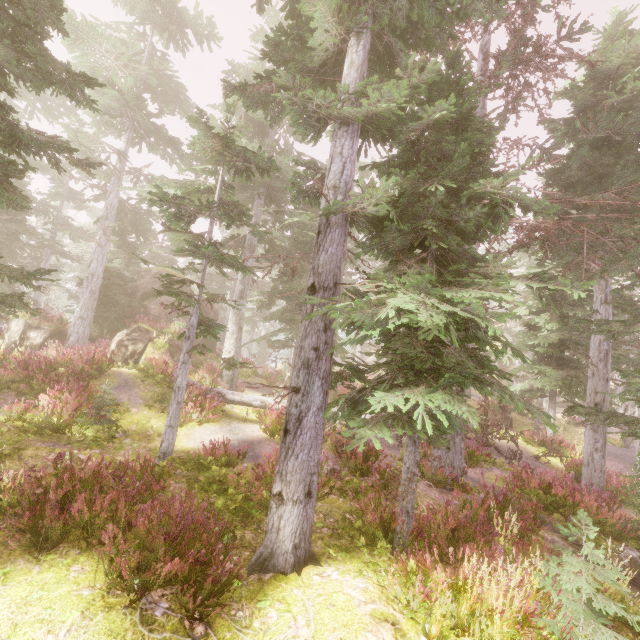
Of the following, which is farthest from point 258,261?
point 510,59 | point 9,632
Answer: point 9,632

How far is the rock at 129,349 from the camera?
15.1 meters

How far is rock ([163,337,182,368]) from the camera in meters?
16.0 m

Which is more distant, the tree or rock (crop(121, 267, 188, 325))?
rock (crop(121, 267, 188, 325))

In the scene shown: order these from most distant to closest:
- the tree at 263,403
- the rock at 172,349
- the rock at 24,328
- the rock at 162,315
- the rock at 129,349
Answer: the rock at 162,315, the rock at 24,328, the rock at 172,349, the rock at 129,349, the tree at 263,403

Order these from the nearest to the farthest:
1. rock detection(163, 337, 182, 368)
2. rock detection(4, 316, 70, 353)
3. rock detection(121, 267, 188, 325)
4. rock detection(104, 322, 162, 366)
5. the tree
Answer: the tree < rock detection(104, 322, 162, 366) < rock detection(163, 337, 182, 368) < rock detection(4, 316, 70, 353) < rock detection(121, 267, 188, 325)

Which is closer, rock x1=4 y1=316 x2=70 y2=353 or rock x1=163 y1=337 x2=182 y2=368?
rock x1=163 y1=337 x2=182 y2=368
